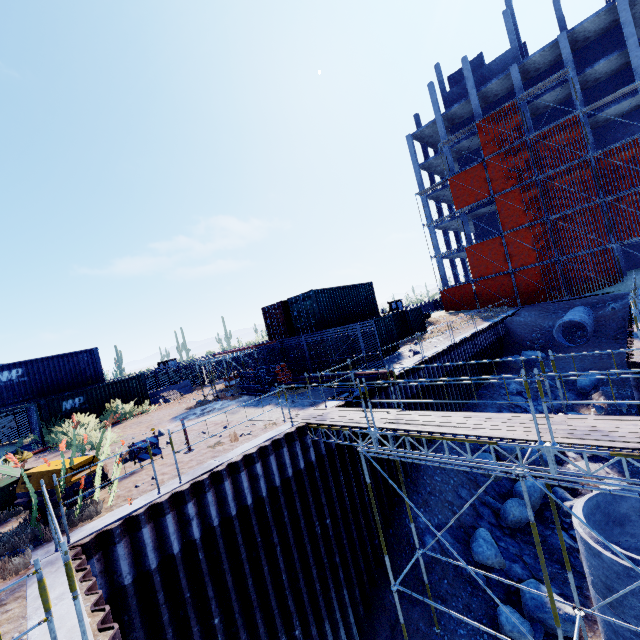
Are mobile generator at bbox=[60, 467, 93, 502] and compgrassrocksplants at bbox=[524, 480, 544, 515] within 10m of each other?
no

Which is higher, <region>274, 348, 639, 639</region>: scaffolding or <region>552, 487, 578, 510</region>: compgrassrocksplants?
<region>274, 348, 639, 639</region>: scaffolding

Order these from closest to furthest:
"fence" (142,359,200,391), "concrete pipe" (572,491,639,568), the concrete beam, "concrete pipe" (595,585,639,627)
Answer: "concrete pipe" (595,585,639,627), "concrete pipe" (572,491,639,568), the concrete beam, "fence" (142,359,200,391)

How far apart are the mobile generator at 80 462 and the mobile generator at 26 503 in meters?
0.2 m

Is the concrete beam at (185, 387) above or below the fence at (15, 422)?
below

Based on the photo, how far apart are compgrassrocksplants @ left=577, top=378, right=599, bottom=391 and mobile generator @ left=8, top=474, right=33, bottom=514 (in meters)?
24.52

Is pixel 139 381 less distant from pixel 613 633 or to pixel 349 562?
pixel 349 562

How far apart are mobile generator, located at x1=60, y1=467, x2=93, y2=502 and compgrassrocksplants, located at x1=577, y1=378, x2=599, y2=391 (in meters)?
23.54
